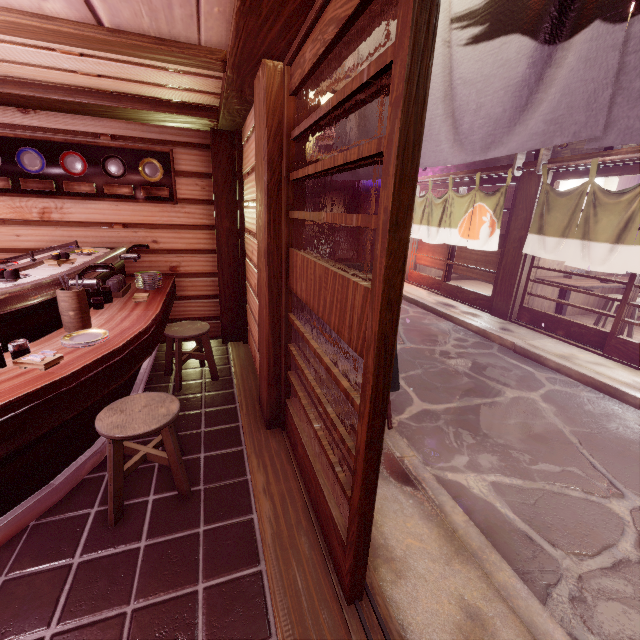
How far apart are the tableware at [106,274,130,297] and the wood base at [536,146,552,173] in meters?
12.0 m

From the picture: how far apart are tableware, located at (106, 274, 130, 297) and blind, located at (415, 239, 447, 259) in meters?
13.4

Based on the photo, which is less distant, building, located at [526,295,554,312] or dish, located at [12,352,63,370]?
dish, located at [12,352,63,370]

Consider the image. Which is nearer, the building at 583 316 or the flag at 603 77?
the flag at 603 77

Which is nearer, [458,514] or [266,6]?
[266,6]

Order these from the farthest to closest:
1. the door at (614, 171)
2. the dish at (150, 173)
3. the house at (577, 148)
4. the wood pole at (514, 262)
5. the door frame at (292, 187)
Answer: the wood pole at (514, 262)
the house at (577, 148)
the door at (614, 171)
the dish at (150, 173)
the door frame at (292, 187)

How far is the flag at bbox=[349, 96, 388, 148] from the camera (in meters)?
3.51

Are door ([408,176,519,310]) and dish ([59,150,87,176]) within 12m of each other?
no
